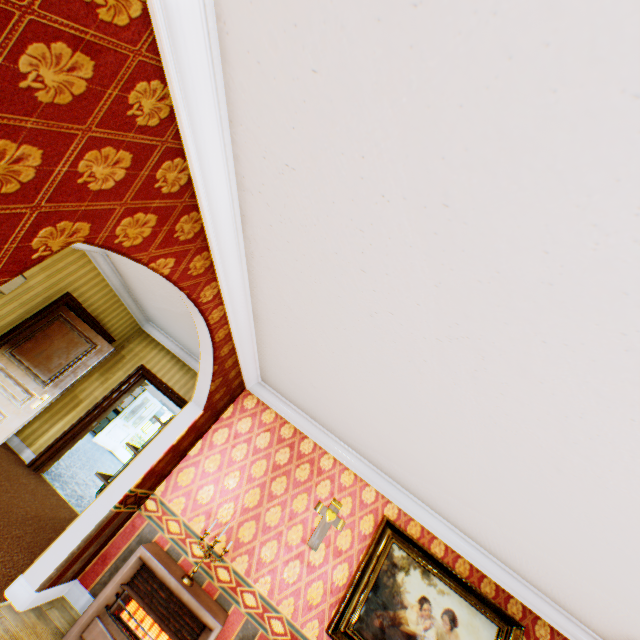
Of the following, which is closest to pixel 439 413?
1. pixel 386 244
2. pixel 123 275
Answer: pixel 386 244

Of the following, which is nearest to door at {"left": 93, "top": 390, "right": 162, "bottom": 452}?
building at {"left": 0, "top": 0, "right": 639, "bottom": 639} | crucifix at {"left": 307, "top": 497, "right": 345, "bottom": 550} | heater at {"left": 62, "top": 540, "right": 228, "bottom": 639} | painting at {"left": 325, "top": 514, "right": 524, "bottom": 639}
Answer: building at {"left": 0, "top": 0, "right": 639, "bottom": 639}

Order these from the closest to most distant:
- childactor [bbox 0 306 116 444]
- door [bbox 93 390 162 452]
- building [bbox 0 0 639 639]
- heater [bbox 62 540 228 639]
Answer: building [bbox 0 0 639 639] → heater [bbox 62 540 228 639] → childactor [bbox 0 306 116 444] → door [bbox 93 390 162 452]

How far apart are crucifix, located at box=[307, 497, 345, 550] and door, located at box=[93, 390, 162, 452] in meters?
9.5 m

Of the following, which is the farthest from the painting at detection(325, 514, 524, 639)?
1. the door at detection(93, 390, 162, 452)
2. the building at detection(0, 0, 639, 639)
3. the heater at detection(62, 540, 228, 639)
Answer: the door at detection(93, 390, 162, 452)

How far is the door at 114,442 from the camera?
10.87m

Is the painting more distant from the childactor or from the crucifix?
the childactor

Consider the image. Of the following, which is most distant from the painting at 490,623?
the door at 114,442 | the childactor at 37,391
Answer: the door at 114,442
